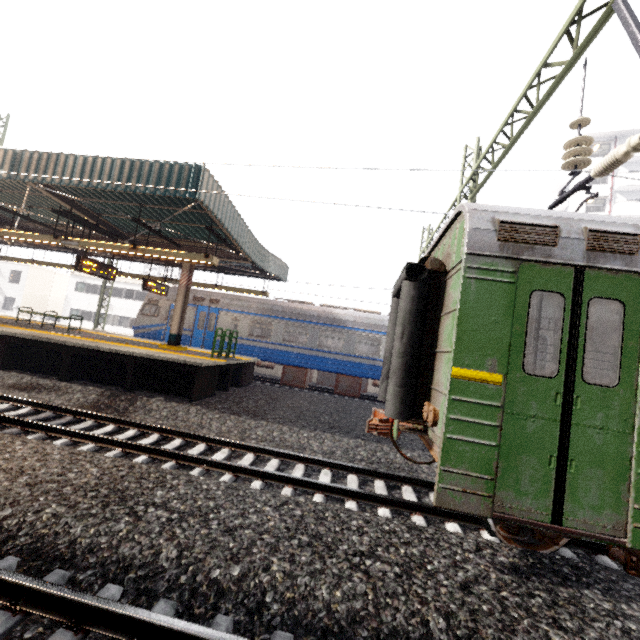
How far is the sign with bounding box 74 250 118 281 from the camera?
10.23m

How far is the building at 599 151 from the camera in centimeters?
3281cm

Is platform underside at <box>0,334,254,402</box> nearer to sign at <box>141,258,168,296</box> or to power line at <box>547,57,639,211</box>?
sign at <box>141,258,168,296</box>

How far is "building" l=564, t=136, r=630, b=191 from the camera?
32.8 meters

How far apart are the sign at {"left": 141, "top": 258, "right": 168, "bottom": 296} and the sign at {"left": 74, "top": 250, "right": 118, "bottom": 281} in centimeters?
168cm

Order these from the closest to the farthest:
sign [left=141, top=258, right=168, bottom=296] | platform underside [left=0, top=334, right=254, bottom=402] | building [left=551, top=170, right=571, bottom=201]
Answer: platform underside [left=0, top=334, right=254, bottom=402]
sign [left=141, top=258, right=168, bottom=296]
building [left=551, top=170, right=571, bottom=201]

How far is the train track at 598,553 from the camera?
4.3m

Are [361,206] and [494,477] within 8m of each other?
yes
